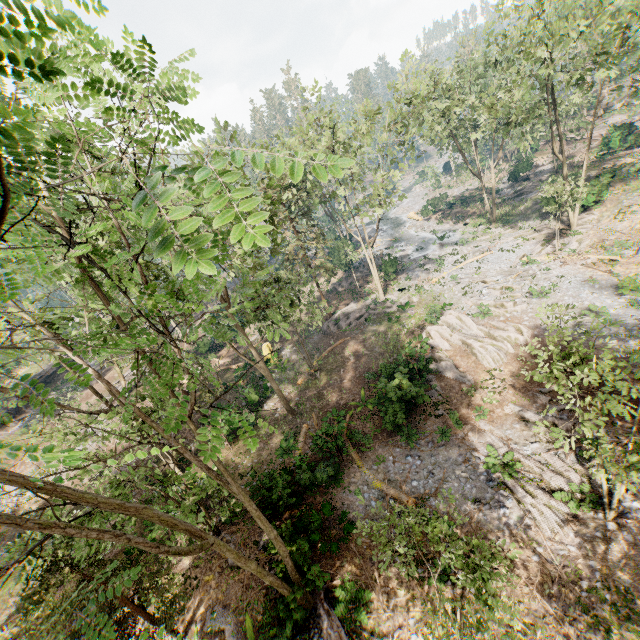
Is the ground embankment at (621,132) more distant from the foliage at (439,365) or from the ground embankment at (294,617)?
the ground embankment at (294,617)

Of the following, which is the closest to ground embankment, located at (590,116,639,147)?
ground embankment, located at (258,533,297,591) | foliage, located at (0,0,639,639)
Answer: foliage, located at (0,0,639,639)

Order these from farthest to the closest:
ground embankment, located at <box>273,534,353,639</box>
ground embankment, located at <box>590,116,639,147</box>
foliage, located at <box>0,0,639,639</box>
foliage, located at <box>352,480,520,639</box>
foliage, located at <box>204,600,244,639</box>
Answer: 1. ground embankment, located at <box>590,116,639,147</box>
2. foliage, located at <box>204,600,244,639</box>
3. ground embankment, located at <box>273,534,353,639</box>
4. foliage, located at <box>352,480,520,639</box>
5. foliage, located at <box>0,0,639,639</box>

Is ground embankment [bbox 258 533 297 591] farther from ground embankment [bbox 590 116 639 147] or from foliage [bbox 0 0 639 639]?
ground embankment [bbox 590 116 639 147]

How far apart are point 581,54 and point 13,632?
97.8m

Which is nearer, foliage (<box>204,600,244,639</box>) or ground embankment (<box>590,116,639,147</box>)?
foliage (<box>204,600,244,639</box>)

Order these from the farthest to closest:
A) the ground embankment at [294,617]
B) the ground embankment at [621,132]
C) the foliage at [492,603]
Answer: the ground embankment at [621,132], the ground embankment at [294,617], the foliage at [492,603]
